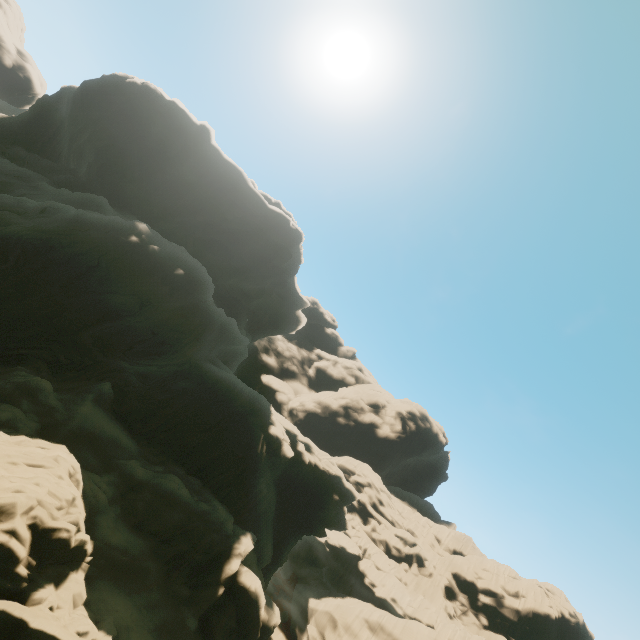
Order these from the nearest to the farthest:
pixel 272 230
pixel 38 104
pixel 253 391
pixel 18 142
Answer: pixel 253 391 → pixel 18 142 → pixel 38 104 → pixel 272 230
